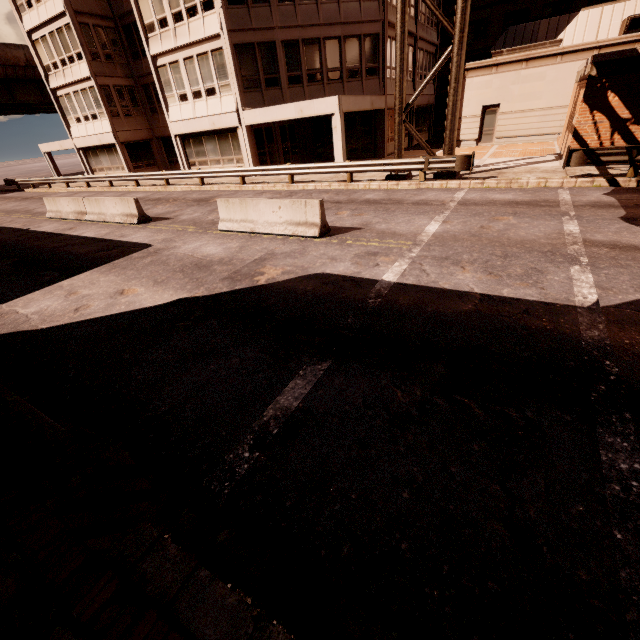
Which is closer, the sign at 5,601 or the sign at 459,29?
the sign at 5,601

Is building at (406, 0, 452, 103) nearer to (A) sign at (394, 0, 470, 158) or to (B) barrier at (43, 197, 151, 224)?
(A) sign at (394, 0, 470, 158)

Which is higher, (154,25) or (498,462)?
(154,25)

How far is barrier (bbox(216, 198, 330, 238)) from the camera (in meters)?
9.09

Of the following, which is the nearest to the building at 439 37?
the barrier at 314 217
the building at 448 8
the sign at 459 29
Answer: the building at 448 8

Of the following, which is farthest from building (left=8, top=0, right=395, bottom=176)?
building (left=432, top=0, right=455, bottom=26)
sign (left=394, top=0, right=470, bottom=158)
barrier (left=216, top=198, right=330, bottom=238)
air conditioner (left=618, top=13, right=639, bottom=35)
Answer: air conditioner (left=618, top=13, right=639, bottom=35)

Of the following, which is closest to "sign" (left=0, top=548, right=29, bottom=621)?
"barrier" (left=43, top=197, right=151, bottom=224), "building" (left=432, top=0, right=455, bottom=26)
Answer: "barrier" (left=43, top=197, right=151, bottom=224)

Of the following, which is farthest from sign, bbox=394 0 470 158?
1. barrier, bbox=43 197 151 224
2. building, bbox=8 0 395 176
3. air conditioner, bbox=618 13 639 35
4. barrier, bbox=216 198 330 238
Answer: air conditioner, bbox=618 13 639 35
